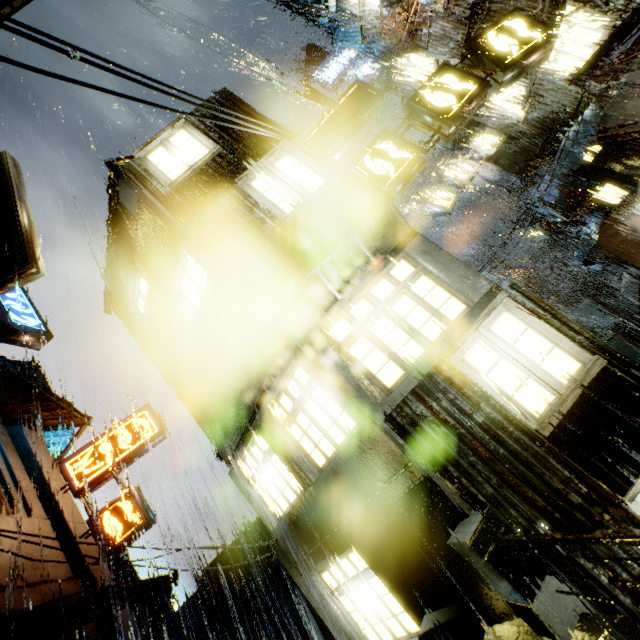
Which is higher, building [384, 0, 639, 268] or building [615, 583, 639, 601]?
building [384, 0, 639, 268]

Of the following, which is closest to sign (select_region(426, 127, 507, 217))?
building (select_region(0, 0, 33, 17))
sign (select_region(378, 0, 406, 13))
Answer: building (select_region(0, 0, 33, 17))

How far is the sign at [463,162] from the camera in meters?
17.6

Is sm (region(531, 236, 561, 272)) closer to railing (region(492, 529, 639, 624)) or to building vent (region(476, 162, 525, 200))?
building vent (region(476, 162, 525, 200))

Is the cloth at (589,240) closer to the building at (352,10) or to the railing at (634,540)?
the building at (352,10)

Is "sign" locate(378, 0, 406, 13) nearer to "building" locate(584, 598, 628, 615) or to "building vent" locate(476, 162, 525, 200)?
"building" locate(584, 598, 628, 615)

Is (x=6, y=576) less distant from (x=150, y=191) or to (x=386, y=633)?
(x=386, y=633)

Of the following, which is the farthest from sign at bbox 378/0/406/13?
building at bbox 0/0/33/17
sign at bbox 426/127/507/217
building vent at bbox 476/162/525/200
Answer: building vent at bbox 476/162/525/200
